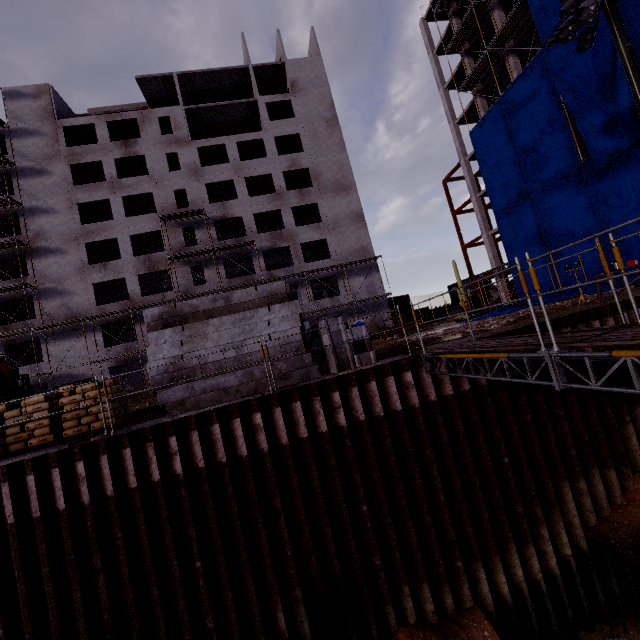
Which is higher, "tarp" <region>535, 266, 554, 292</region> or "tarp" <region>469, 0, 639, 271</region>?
"tarp" <region>469, 0, 639, 271</region>

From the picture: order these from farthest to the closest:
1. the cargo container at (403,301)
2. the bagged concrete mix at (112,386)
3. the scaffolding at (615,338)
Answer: the cargo container at (403,301) → the bagged concrete mix at (112,386) → the scaffolding at (615,338)

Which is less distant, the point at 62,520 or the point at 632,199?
the point at 62,520

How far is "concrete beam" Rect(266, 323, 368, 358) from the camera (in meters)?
8.73

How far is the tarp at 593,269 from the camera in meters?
20.2 m

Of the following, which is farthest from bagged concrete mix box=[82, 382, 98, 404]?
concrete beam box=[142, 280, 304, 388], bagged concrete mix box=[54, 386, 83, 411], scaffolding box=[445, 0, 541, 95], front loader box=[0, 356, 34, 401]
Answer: scaffolding box=[445, 0, 541, 95]

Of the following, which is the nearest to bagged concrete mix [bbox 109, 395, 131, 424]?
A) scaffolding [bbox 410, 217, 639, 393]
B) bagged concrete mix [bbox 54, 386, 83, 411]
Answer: bagged concrete mix [bbox 54, 386, 83, 411]

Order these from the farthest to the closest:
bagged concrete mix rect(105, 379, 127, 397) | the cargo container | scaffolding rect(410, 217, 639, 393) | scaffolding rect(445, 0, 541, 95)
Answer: the cargo container < scaffolding rect(445, 0, 541, 95) < bagged concrete mix rect(105, 379, 127, 397) < scaffolding rect(410, 217, 639, 393)
